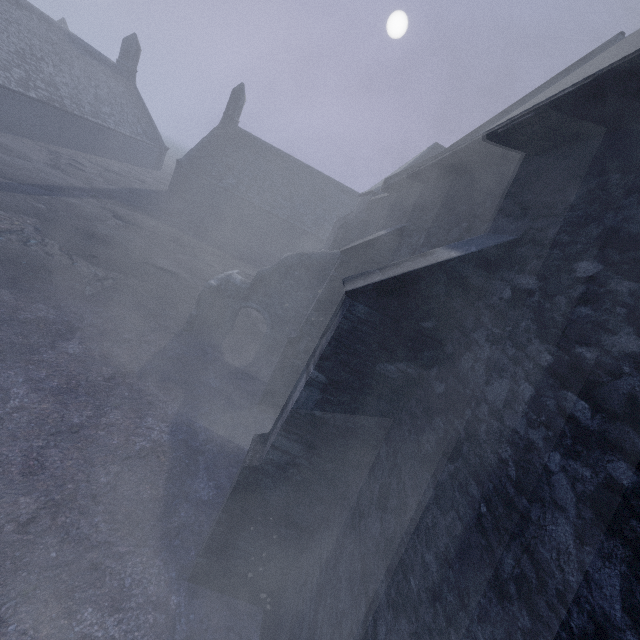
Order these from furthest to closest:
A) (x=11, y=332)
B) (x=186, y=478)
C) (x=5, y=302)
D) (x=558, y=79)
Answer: (x=558, y=79) → (x=5, y=302) → (x=11, y=332) → (x=186, y=478)

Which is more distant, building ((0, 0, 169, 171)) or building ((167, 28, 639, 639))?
building ((0, 0, 169, 171))

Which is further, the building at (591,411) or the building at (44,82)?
the building at (44,82)
